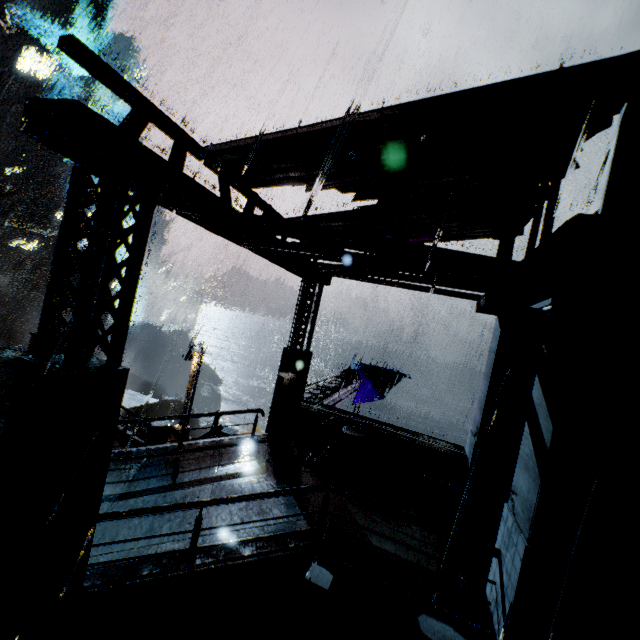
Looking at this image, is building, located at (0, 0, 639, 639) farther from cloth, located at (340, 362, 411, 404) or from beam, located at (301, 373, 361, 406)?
cloth, located at (340, 362, 411, 404)

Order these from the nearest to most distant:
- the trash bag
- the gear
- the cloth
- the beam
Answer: the trash bag
the beam
the cloth
the gear

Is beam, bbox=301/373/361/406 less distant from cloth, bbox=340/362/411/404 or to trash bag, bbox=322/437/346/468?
cloth, bbox=340/362/411/404

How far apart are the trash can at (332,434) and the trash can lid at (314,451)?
0.0 meters

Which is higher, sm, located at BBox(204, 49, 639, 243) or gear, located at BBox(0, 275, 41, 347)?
sm, located at BBox(204, 49, 639, 243)

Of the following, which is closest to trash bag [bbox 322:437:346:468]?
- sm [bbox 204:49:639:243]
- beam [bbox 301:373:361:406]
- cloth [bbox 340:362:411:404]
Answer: beam [bbox 301:373:361:406]

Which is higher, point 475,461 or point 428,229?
point 428,229

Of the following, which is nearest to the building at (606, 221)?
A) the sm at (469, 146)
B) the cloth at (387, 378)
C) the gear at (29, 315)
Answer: the sm at (469, 146)
